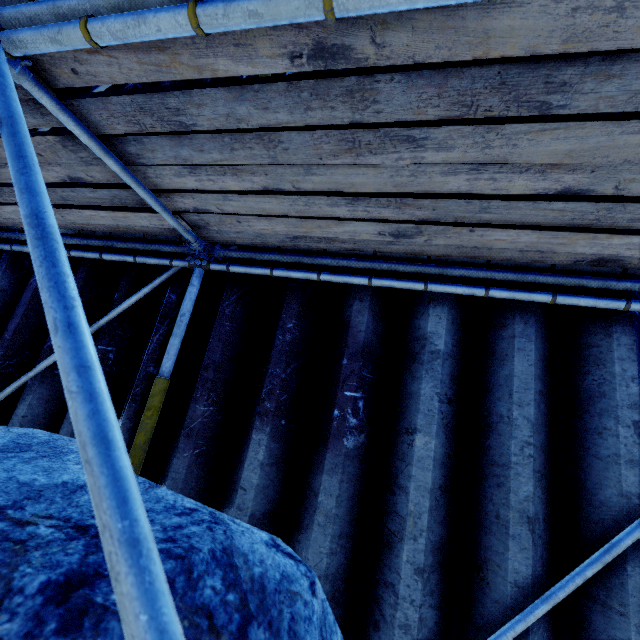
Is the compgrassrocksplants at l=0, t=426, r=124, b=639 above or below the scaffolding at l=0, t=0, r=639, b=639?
below

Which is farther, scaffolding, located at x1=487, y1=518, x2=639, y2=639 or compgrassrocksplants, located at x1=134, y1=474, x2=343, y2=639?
scaffolding, located at x1=487, y1=518, x2=639, y2=639

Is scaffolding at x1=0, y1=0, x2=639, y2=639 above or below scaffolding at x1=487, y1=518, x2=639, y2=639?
above

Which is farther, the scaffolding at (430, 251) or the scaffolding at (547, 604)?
the scaffolding at (547, 604)

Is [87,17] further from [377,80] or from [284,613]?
[284,613]

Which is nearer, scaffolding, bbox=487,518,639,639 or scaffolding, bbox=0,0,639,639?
scaffolding, bbox=0,0,639,639

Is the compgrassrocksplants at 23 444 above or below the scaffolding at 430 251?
below
